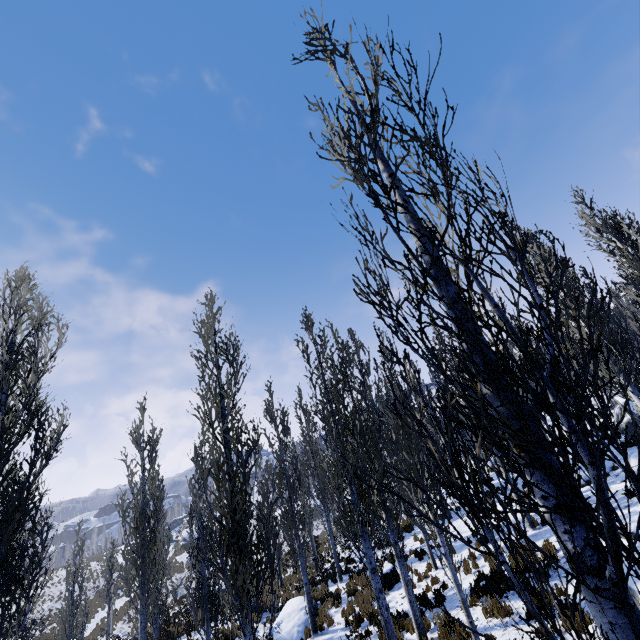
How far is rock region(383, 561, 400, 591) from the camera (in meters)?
13.52

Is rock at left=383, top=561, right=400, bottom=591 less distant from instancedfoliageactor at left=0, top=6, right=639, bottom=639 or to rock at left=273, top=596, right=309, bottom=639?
instancedfoliageactor at left=0, top=6, right=639, bottom=639

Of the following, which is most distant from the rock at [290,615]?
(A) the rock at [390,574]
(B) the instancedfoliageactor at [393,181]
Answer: (A) the rock at [390,574]

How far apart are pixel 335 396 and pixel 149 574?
11.3 meters

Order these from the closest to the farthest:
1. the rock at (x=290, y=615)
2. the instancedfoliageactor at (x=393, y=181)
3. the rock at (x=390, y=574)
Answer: the instancedfoliageactor at (x=393, y=181), the rock at (x=290, y=615), the rock at (x=390, y=574)

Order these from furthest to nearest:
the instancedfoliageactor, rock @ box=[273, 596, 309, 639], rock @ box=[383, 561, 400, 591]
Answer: rock @ box=[383, 561, 400, 591] < rock @ box=[273, 596, 309, 639] < the instancedfoliageactor

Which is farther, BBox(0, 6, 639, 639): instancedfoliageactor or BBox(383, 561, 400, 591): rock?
BBox(383, 561, 400, 591): rock

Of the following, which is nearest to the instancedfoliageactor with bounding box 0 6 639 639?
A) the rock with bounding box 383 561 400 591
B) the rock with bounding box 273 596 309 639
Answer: the rock with bounding box 273 596 309 639
